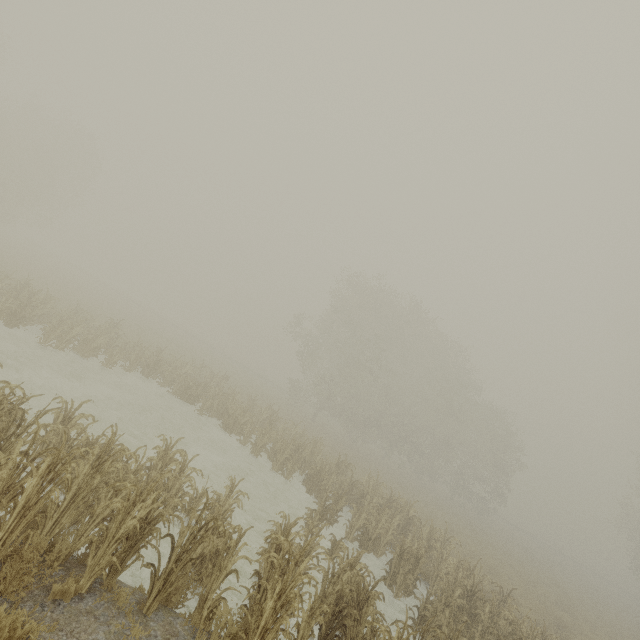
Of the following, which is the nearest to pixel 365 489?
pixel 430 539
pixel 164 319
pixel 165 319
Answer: pixel 430 539
